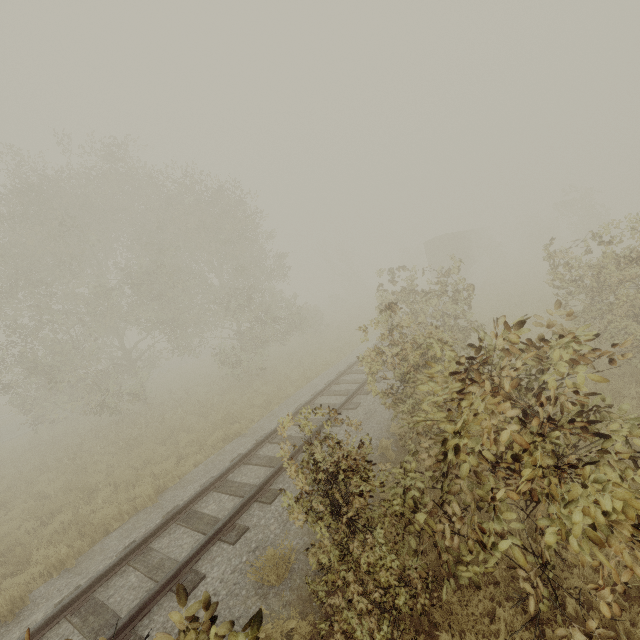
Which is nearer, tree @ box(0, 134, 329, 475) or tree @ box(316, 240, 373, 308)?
tree @ box(0, 134, 329, 475)

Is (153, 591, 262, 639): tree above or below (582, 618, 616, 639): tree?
above

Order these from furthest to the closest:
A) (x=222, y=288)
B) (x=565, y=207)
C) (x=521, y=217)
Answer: (x=521, y=217)
(x=565, y=207)
(x=222, y=288)

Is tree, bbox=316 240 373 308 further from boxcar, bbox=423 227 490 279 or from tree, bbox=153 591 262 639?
boxcar, bbox=423 227 490 279

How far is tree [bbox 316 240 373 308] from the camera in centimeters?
4496cm

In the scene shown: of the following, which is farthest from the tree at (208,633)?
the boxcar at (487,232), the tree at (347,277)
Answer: the tree at (347,277)

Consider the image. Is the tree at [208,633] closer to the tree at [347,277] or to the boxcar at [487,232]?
the boxcar at [487,232]
